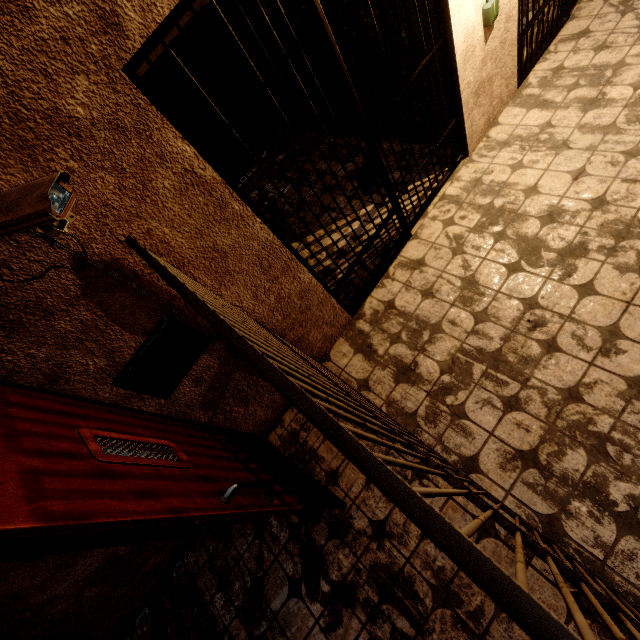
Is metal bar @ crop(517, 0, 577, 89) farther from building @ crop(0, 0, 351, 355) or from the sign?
the sign

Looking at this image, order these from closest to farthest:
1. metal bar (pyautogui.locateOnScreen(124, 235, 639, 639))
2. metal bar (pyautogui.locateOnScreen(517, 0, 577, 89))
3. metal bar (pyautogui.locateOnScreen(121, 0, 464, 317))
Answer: metal bar (pyautogui.locateOnScreen(124, 235, 639, 639)) < metal bar (pyautogui.locateOnScreen(121, 0, 464, 317)) < metal bar (pyautogui.locateOnScreen(517, 0, 577, 89))

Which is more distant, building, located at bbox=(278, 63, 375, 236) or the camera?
building, located at bbox=(278, 63, 375, 236)

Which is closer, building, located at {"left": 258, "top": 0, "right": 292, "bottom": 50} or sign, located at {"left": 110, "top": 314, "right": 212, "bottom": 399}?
sign, located at {"left": 110, "top": 314, "right": 212, "bottom": 399}

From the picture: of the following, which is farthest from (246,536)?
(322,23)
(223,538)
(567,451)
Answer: (322,23)

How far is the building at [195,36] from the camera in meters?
4.2 m

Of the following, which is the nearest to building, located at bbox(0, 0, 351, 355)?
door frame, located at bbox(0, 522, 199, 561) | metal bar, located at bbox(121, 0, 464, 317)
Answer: metal bar, located at bbox(121, 0, 464, 317)

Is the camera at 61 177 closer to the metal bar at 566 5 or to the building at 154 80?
the building at 154 80
